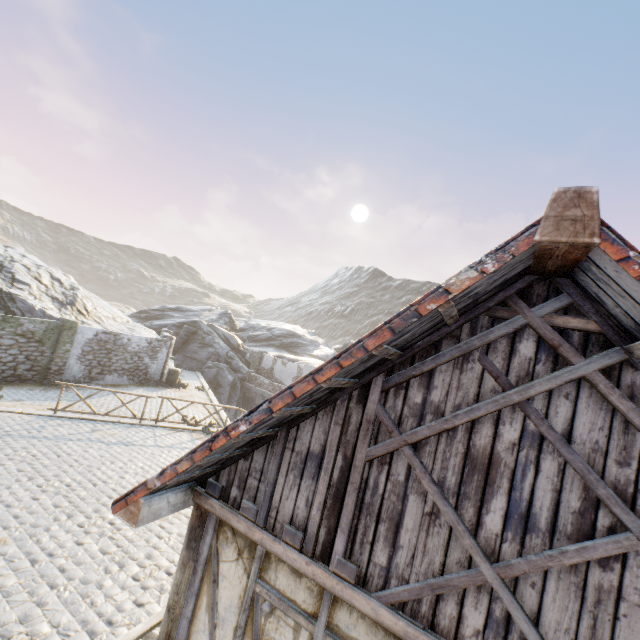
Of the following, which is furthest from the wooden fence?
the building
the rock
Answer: the rock

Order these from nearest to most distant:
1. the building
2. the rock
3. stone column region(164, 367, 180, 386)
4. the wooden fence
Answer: the building
the wooden fence
the rock
stone column region(164, 367, 180, 386)

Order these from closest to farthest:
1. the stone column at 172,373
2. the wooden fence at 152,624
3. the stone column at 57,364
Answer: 1. the wooden fence at 152,624
2. the stone column at 57,364
3. the stone column at 172,373

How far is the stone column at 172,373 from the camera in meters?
21.0

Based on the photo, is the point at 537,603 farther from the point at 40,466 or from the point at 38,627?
the point at 40,466

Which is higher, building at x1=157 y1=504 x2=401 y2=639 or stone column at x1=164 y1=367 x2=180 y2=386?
building at x1=157 y1=504 x2=401 y2=639

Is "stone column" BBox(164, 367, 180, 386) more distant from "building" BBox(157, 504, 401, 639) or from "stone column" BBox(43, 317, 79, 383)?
"building" BBox(157, 504, 401, 639)

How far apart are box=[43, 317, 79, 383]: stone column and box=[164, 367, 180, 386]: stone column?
5.1m
